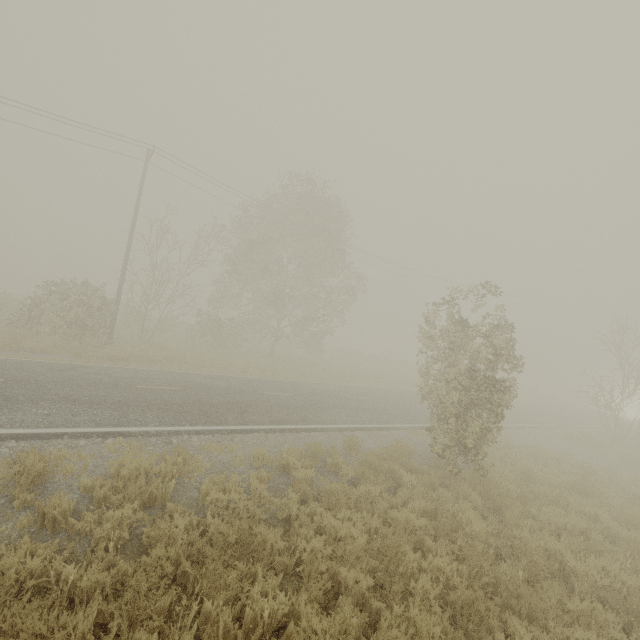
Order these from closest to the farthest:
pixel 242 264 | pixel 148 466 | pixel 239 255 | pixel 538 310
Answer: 1. pixel 148 466
2. pixel 242 264
3. pixel 239 255
4. pixel 538 310

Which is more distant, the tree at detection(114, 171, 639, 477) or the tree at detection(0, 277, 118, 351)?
the tree at detection(0, 277, 118, 351)

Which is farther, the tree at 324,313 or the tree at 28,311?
the tree at 28,311
